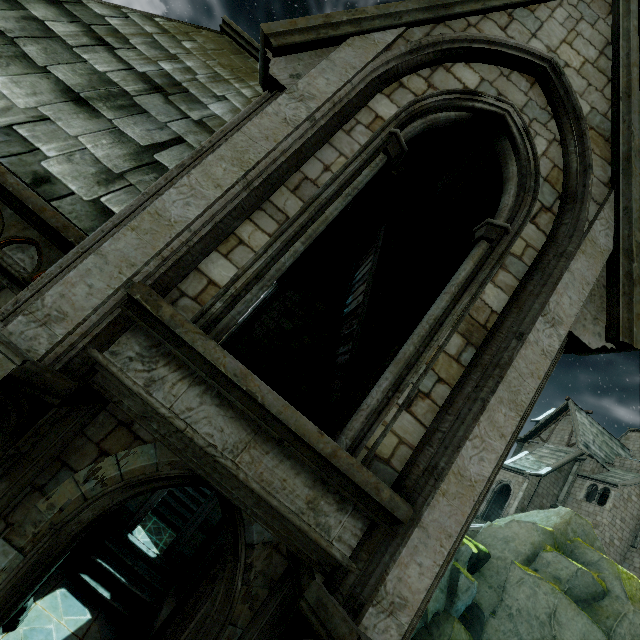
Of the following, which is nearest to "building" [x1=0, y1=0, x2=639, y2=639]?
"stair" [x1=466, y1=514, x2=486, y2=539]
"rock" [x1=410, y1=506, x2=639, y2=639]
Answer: "rock" [x1=410, y1=506, x2=639, y2=639]

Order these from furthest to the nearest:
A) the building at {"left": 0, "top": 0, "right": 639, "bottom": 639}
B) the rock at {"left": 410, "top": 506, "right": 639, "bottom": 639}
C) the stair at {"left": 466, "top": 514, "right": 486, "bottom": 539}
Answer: the stair at {"left": 466, "top": 514, "right": 486, "bottom": 539} < the rock at {"left": 410, "top": 506, "right": 639, "bottom": 639} < the building at {"left": 0, "top": 0, "right": 639, "bottom": 639}

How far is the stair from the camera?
27.4m

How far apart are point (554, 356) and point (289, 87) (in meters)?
4.13

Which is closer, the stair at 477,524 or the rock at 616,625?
the rock at 616,625

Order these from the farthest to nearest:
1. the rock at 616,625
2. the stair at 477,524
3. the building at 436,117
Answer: the stair at 477,524, the rock at 616,625, the building at 436,117

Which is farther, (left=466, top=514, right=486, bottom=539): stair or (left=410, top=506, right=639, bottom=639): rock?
(left=466, top=514, right=486, bottom=539): stair
